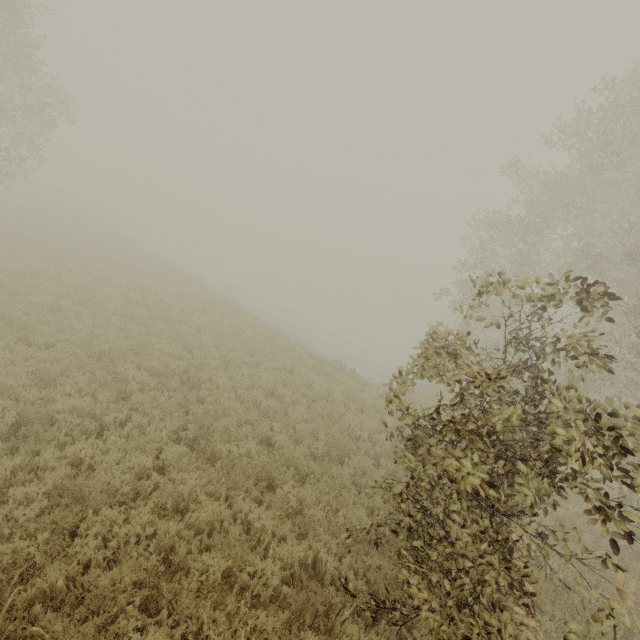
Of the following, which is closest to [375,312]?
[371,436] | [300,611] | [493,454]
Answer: [371,436]
